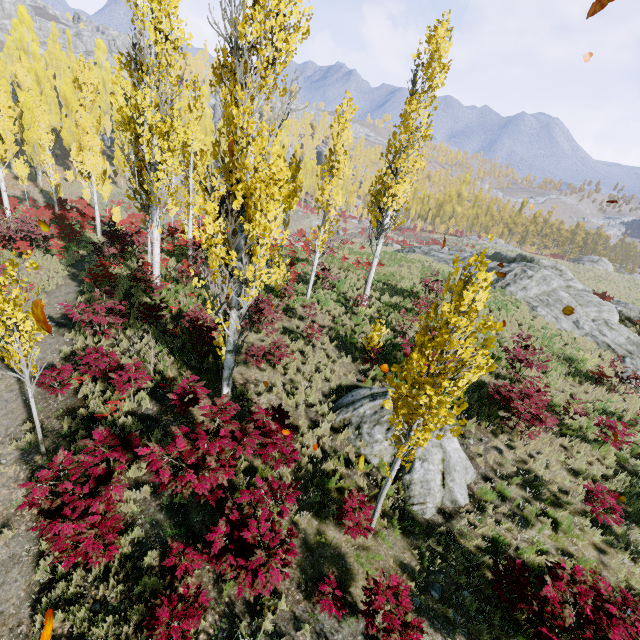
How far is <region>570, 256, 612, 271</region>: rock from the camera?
56.9 meters

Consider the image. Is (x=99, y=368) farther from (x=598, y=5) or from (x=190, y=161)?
(x=598, y=5)

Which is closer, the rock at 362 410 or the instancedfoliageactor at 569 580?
the instancedfoliageactor at 569 580

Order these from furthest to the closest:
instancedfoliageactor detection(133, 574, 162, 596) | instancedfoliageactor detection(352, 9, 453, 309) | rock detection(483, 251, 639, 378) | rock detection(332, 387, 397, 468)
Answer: rock detection(483, 251, 639, 378) → instancedfoliageactor detection(352, 9, 453, 309) → rock detection(332, 387, 397, 468) → instancedfoliageactor detection(133, 574, 162, 596)

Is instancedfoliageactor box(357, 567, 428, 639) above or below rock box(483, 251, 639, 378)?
below

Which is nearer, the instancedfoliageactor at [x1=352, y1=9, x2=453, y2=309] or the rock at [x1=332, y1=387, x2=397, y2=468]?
the rock at [x1=332, y1=387, x2=397, y2=468]

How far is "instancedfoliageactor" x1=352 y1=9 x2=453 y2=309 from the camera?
11.68m

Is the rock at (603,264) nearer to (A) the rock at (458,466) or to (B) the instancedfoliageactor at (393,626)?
(B) the instancedfoliageactor at (393,626)
